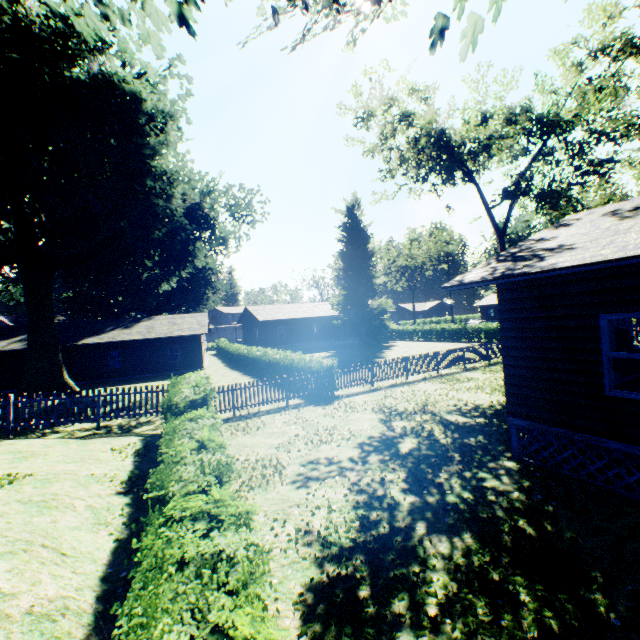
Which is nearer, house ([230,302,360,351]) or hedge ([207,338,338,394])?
hedge ([207,338,338,394])

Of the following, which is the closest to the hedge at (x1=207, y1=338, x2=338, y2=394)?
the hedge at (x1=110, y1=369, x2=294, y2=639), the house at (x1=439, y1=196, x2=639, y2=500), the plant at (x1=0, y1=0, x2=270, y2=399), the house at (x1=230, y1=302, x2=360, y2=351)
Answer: the plant at (x1=0, y1=0, x2=270, y2=399)

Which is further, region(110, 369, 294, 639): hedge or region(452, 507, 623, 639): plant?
region(452, 507, 623, 639): plant

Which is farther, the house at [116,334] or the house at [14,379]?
the house at [116,334]

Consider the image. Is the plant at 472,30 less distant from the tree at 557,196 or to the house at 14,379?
the tree at 557,196

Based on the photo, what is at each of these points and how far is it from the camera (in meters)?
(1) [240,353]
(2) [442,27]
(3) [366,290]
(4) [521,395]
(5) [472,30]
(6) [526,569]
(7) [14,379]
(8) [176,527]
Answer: (1) hedge, 31.34
(2) plant, 4.62
(3) plant, 41.78
(4) house, 7.76
(5) plant, 5.05
(6) plant, 4.59
(7) house, 26.97
(8) hedge, 3.49

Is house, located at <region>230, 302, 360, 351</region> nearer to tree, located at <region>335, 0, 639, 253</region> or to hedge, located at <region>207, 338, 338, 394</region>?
hedge, located at <region>207, 338, 338, 394</region>

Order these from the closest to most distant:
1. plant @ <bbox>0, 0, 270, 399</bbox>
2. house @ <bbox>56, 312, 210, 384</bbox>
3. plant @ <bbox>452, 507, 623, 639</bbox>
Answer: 1. plant @ <bbox>452, 507, 623, 639</bbox>
2. plant @ <bbox>0, 0, 270, 399</bbox>
3. house @ <bbox>56, 312, 210, 384</bbox>
